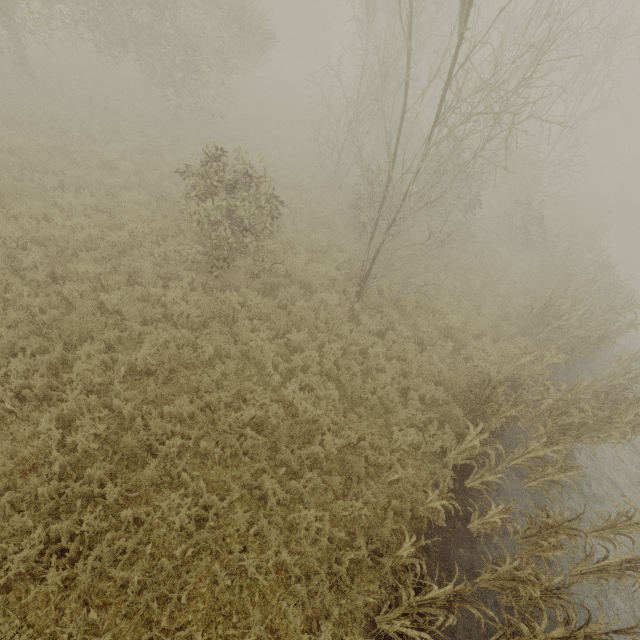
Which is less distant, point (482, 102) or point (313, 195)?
point (482, 102)
